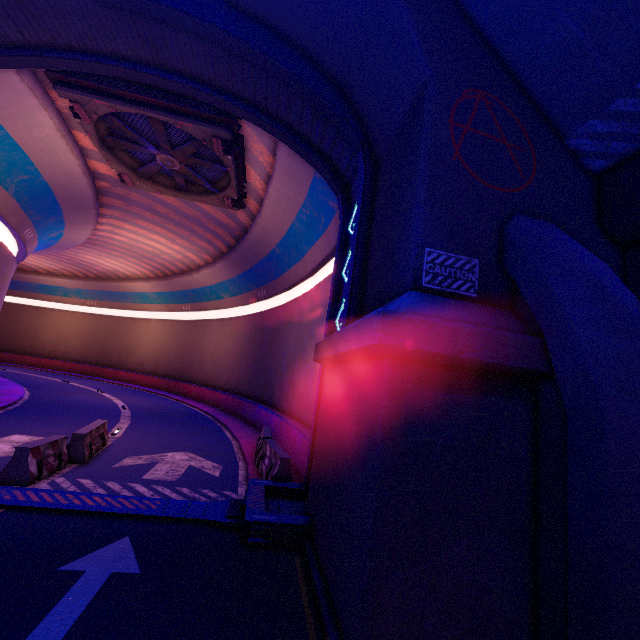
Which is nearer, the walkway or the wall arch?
the wall arch

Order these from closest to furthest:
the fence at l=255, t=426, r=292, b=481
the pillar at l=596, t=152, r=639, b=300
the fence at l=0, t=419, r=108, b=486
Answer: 1. the pillar at l=596, t=152, r=639, b=300
2. the fence at l=0, t=419, r=108, b=486
3. the fence at l=255, t=426, r=292, b=481

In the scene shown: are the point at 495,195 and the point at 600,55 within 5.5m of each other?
yes

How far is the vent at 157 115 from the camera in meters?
10.2

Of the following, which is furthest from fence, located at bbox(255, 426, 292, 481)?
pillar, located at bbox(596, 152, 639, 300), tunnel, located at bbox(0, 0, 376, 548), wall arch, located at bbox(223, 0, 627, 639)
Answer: pillar, located at bbox(596, 152, 639, 300)

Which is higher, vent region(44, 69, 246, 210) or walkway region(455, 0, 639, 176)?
vent region(44, 69, 246, 210)

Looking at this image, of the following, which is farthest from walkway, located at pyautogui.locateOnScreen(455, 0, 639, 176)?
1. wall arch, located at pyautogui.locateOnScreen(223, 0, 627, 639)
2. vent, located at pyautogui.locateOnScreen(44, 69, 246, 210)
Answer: vent, located at pyautogui.locateOnScreen(44, 69, 246, 210)

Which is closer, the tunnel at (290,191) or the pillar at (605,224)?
the pillar at (605,224)
